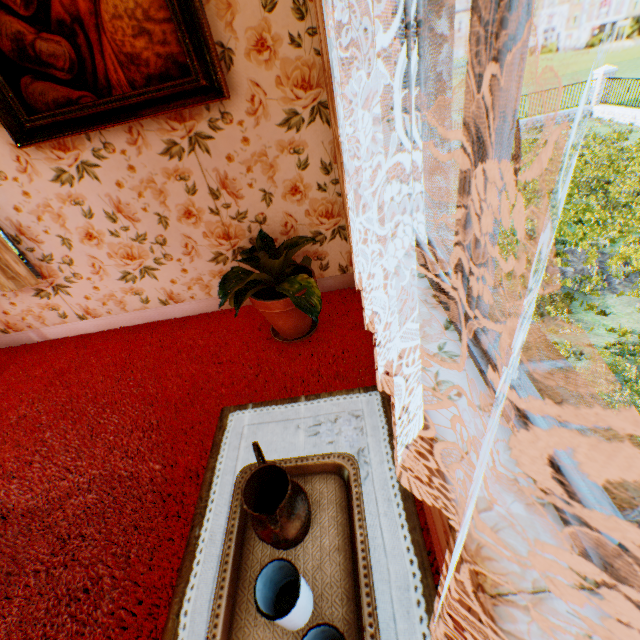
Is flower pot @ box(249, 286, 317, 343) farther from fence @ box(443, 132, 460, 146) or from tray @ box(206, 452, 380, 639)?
fence @ box(443, 132, 460, 146)

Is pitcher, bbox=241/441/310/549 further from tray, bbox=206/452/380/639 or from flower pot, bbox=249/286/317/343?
flower pot, bbox=249/286/317/343

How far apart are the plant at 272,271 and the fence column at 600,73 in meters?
27.1

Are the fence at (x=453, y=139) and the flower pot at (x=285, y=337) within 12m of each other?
no

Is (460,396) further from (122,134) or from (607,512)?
(122,134)

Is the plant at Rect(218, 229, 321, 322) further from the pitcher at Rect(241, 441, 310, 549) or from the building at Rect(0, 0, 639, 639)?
the pitcher at Rect(241, 441, 310, 549)

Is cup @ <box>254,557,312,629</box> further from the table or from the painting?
the painting
